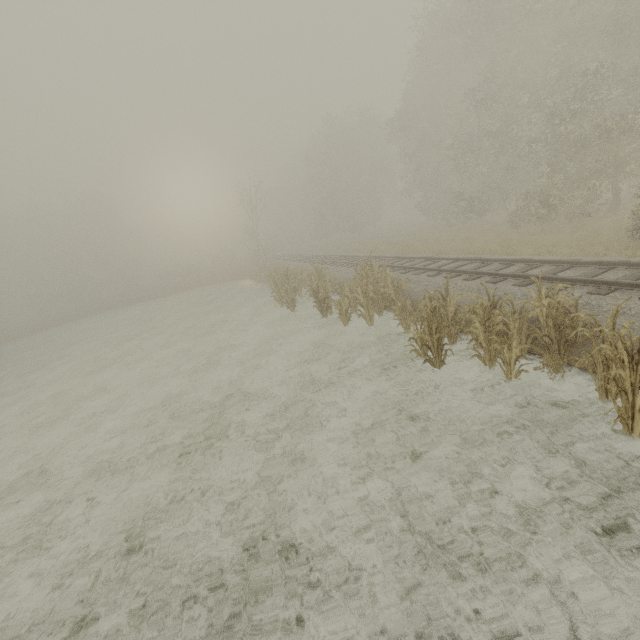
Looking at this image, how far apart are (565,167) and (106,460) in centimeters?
2284cm
